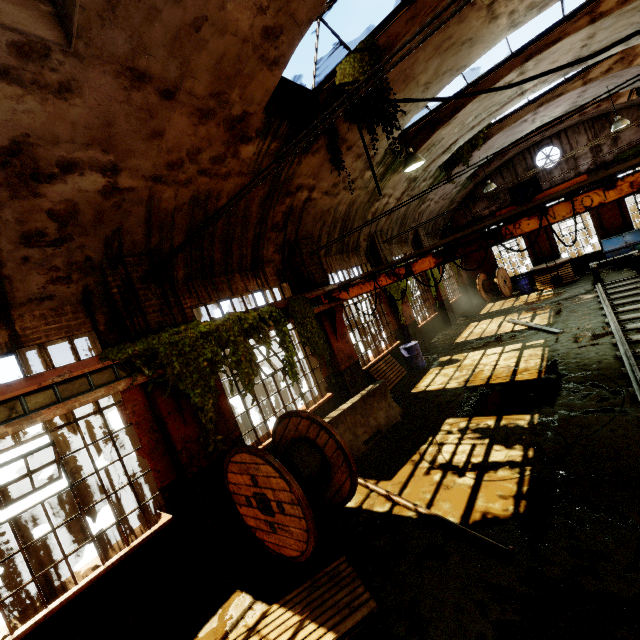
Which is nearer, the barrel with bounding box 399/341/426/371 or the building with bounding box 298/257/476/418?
the building with bounding box 298/257/476/418

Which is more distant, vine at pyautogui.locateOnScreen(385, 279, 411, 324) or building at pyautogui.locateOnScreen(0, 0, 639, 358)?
vine at pyautogui.locateOnScreen(385, 279, 411, 324)

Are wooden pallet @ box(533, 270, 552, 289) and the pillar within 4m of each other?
yes

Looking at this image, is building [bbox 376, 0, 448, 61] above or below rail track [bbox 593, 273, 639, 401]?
above

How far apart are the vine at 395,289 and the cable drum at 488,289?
8.0 meters

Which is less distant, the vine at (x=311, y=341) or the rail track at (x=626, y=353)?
the rail track at (x=626, y=353)

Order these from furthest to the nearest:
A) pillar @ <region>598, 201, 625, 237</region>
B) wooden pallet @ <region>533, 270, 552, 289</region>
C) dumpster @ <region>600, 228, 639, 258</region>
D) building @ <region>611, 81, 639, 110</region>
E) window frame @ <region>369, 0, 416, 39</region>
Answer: wooden pallet @ <region>533, 270, 552, 289</region> < pillar @ <region>598, 201, 625, 237</region> < dumpster @ <region>600, 228, 639, 258</region> < building @ <region>611, 81, 639, 110</region> < window frame @ <region>369, 0, 416, 39</region>

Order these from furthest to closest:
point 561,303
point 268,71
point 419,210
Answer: point 419,210, point 561,303, point 268,71
